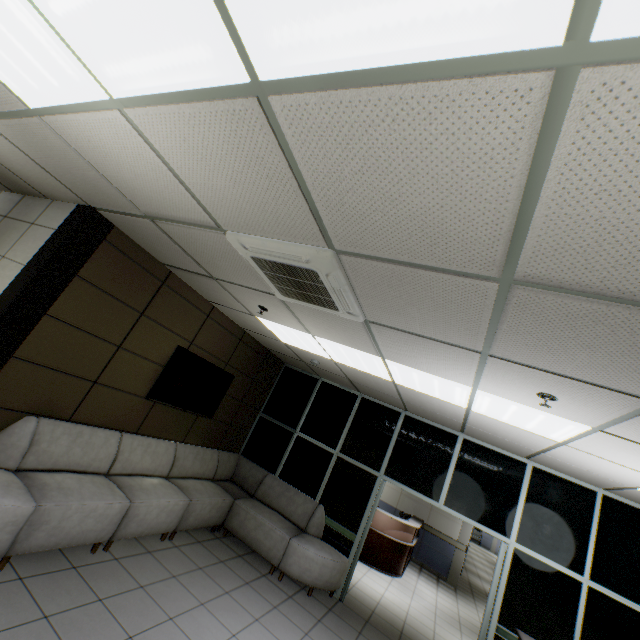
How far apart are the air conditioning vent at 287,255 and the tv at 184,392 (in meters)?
2.26

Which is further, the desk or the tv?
the desk

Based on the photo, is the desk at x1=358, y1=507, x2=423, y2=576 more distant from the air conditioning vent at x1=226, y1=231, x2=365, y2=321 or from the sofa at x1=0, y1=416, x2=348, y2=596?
the air conditioning vent at x1=226, y1=231, x2=365, y2=321

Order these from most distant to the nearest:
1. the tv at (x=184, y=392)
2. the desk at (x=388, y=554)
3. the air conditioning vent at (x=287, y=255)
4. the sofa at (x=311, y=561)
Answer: the desk at (x=388, y=554), the tv at (x=184, y=392), the sofa at (x=311, y=561), the air conditioning vent at (x=287, y=255)

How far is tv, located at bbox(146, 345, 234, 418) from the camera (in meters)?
4.72

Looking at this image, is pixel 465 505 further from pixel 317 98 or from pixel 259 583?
pixel 317 98

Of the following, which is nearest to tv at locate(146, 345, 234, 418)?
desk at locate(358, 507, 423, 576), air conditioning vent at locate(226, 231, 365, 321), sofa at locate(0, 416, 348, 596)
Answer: sofa at locate(0, 416, 348, 596)

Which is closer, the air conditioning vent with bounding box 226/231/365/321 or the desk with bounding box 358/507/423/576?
the air conditioning vent with bounding box 226/231/365/321
